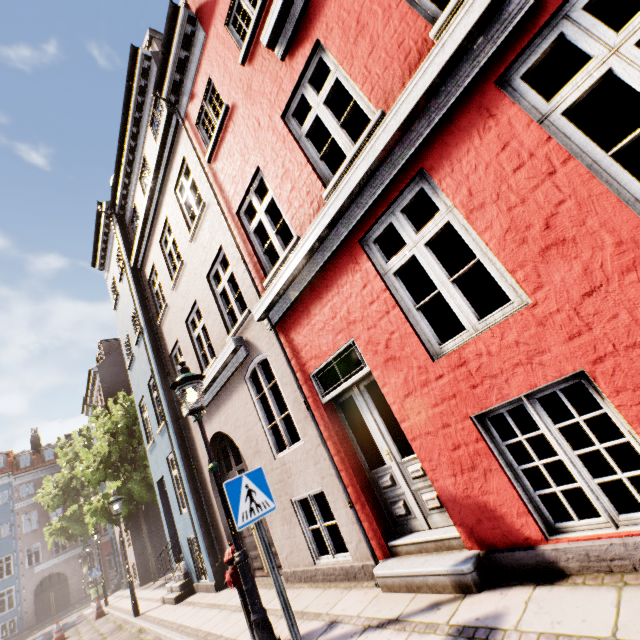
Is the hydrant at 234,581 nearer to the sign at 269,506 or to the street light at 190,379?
the street light at 190,379

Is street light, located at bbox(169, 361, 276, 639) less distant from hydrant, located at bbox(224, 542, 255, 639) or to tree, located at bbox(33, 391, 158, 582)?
hydrant, located at bbox(224, 542, 255, 639)

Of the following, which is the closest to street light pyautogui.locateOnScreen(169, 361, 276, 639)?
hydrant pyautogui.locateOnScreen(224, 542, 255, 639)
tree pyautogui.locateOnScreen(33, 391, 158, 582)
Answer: hydrant pyautogui.locateOnScreen(224, 542, 255, 639)

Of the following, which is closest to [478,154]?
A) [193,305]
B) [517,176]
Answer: [517,176]

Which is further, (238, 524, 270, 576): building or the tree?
the tree

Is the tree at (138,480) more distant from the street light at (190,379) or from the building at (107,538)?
the street light at (190,379)

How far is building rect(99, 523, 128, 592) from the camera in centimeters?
2144cm

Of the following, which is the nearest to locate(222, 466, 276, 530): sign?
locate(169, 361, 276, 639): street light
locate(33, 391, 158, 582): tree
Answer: locate(169, 361, 276, 639): street light
